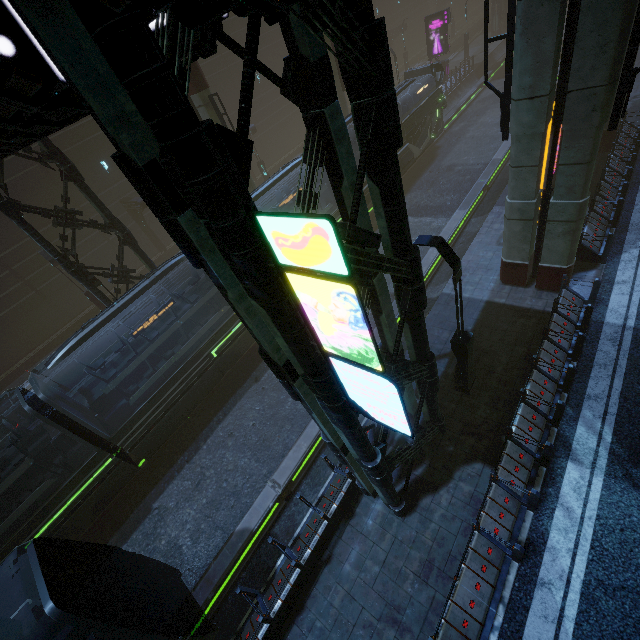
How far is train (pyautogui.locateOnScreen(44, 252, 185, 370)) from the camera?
10.7 meters

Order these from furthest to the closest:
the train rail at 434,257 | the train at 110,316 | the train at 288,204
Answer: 1. the train at 288,204
2. the train rail at 434,257
3. the train at 110,316

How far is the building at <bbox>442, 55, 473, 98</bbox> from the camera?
31.2 meters

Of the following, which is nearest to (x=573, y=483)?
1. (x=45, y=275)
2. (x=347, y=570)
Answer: (x=347, y=570)

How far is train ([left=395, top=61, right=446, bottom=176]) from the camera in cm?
2145

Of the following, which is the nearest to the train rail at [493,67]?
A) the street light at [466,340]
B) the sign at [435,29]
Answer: the sign at [435,29]

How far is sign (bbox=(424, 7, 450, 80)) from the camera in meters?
29.7

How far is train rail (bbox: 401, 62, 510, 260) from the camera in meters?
18.0
